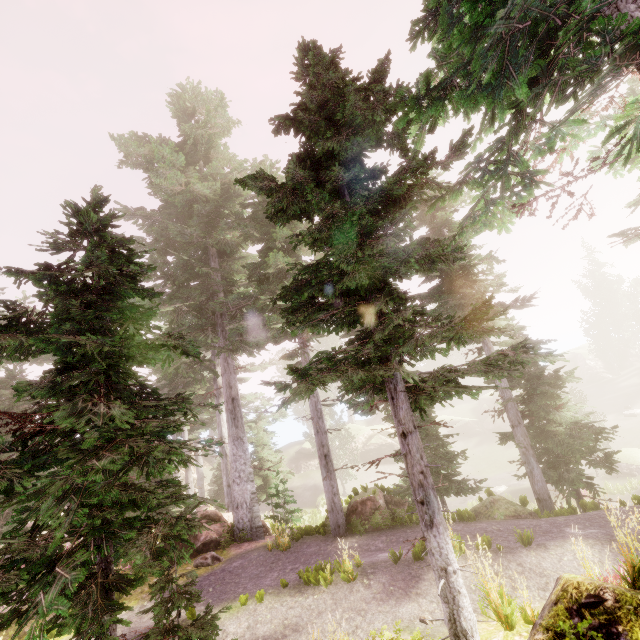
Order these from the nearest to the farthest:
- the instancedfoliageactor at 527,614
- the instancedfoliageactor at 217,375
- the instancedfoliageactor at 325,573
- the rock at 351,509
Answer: the instancedfoliageactor at 217,375 < the instancedfoliageactor at 527,614 < the instancedfoliageactor at 325,573 < the rock at 351,509

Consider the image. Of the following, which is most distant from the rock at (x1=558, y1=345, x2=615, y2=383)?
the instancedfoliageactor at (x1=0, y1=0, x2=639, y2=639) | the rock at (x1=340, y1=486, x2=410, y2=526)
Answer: the rock at (x1=340, y1=486, x2=410, y2=526)

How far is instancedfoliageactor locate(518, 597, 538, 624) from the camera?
5.44m

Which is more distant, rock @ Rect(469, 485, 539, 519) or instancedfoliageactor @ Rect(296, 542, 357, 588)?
rock @ Rect(469, 485, 539, 519)

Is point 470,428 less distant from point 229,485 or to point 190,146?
point 229,485

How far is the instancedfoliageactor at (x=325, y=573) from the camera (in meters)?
8.15

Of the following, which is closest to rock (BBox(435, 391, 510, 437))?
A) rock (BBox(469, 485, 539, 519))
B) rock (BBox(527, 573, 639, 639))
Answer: rock (BBox(469, 485, 539, 519))

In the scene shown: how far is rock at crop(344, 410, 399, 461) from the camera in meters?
42.6 m
